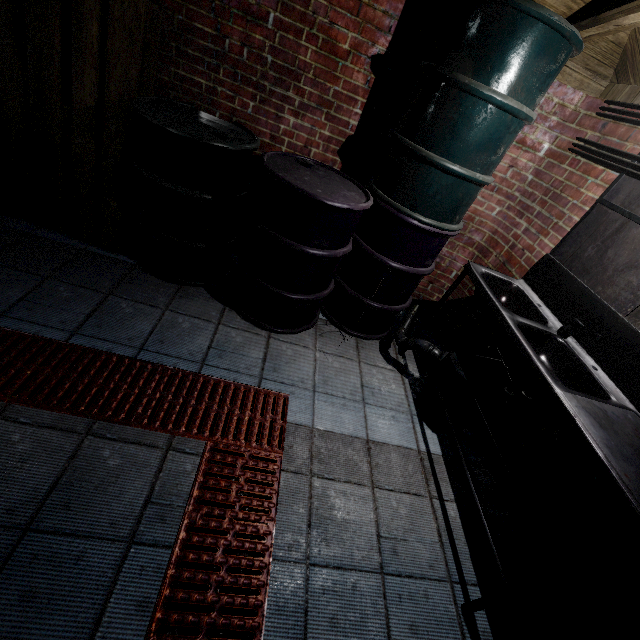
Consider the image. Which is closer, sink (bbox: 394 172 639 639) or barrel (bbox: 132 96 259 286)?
sink (bbox: 394 172 639 639)

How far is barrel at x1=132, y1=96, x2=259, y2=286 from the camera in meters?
1.8

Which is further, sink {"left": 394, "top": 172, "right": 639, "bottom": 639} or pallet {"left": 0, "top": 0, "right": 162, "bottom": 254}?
pallet {"left": 0, "top": 0, "right": 162, "bottom": 254}

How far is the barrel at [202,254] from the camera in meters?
1.8 m

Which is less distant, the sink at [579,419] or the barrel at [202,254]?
the sink at [579,419]

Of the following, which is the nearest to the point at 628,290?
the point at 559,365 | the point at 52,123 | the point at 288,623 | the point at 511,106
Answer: the point at 559,365

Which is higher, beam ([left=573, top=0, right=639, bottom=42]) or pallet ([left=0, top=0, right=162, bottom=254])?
beam ([left=573, top=0, right=639, bottom=42])

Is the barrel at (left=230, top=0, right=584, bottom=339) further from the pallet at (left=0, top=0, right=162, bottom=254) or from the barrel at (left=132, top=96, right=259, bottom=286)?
the pallet at (left=0, top=0, right=162, bottom=254)
